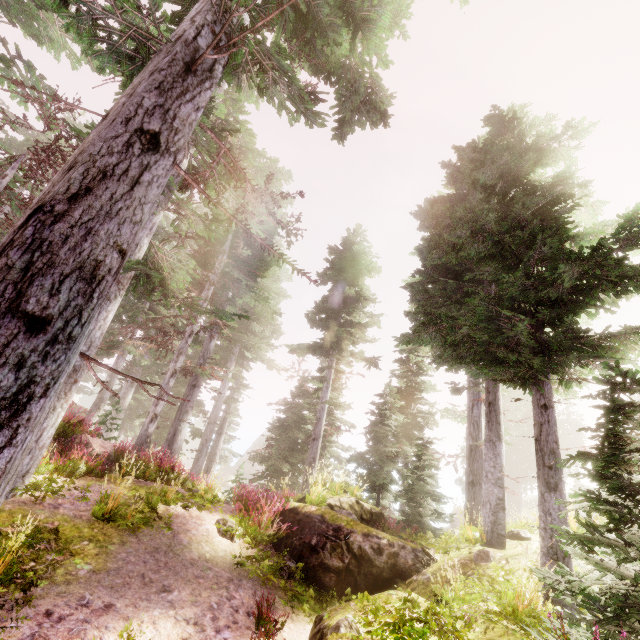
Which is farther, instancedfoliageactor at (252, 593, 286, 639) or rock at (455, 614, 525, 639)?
→ instancedfoliageactor at (252, 593, 286, 639)

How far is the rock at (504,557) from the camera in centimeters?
709cm

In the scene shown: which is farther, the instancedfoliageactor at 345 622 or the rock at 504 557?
the rock at 504 557

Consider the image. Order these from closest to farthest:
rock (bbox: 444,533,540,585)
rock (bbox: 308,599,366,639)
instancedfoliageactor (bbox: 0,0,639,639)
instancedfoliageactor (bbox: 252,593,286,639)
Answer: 1. instancedfoliageactor (bbox: 0,0,639,639)
2. rock (bbox: 308,599,366,639)
3. instancedfoliageactor (bbox: 252,593,286,639)
4. rock (bbox: 444,533,540,585)

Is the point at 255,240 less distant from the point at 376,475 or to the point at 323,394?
the point at 323,394

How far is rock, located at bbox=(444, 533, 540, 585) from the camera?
7.1m
